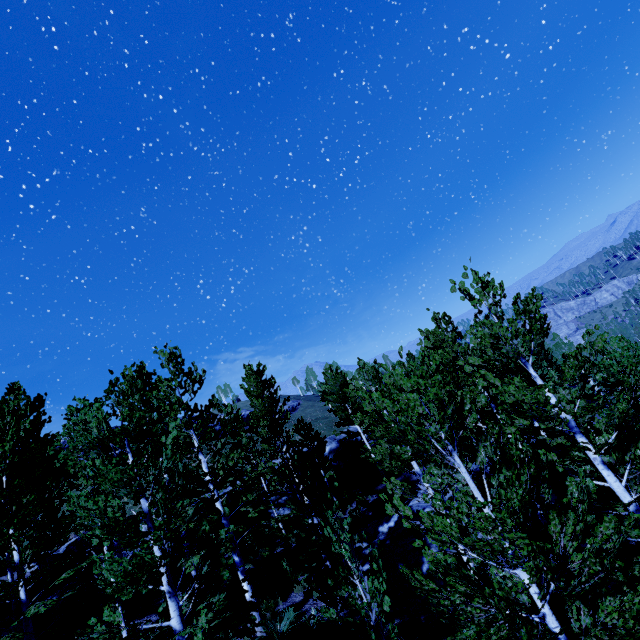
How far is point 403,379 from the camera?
6.5 meters

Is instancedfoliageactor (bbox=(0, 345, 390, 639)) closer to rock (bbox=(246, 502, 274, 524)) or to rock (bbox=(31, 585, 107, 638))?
rock (bbox=(246, 502, 274, 524))

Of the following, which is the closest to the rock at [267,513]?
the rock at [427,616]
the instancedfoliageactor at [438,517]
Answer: the instancedfoliageactor at [438,517]

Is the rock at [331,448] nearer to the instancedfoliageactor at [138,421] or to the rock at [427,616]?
the instancedfoliageactor at [138,421]

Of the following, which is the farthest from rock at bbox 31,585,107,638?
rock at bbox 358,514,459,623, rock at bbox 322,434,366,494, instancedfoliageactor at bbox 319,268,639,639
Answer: rock at bbox 358,514,459,623

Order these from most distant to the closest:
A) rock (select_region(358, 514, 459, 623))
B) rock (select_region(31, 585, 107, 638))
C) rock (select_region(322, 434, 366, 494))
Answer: rock (select_region(322, 434, 366, 494)), rock (select_region(31, 585, 107, 638)), rock (select_region(358, 514, 459, 623))
